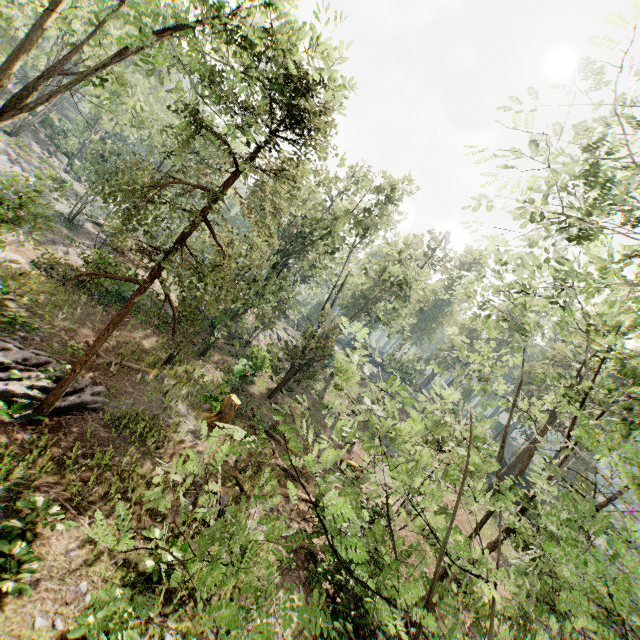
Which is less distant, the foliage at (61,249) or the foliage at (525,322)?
the foliage at (525,322)

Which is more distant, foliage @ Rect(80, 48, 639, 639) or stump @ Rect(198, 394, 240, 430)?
stump @ Rect(198, 394, 240, 430)

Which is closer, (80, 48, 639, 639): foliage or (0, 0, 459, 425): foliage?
(80, 48, 639, 639): foliage

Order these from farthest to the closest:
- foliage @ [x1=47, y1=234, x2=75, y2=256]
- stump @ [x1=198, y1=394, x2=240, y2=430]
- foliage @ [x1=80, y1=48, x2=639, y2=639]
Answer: foliage @ [x1=47, y1=234, x2=75, y2=256] → stump @ [x1=198, y1=394, x2=240, y2=430] → foliage @ [x1=80, y1=48, x2=639, y2=639]

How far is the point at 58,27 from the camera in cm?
3000

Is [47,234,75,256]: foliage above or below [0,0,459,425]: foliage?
below
